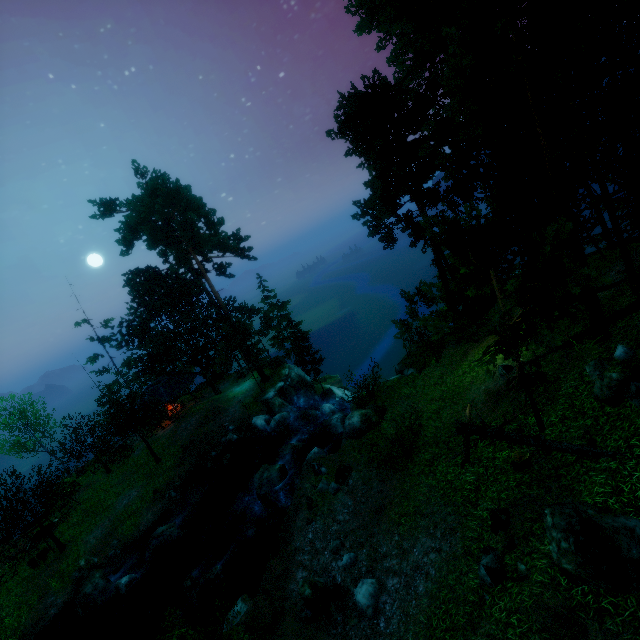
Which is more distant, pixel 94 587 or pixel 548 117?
pixel 94 587

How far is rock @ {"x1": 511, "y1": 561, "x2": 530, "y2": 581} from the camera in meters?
7.4

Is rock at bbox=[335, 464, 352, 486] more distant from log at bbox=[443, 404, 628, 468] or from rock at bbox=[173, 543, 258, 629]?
rock at bbox=[173, 543, 258, 629]

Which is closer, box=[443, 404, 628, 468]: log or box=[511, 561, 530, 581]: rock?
box=[511, 561, 530, 581]: rock

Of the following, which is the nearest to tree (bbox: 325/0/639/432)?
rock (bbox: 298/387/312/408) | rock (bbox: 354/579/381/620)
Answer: rock (bbox: 298/387/312/408)

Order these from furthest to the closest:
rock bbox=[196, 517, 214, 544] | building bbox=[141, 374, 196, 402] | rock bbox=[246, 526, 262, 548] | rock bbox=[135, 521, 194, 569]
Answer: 1. building bbox=[141, 374, 196, 402]
2. rock bbox=[196, 517, 214, 544]
3. rock bbox=[135, 521, 194, 569]
4. rock bbox=[246, 526, 262, 548]

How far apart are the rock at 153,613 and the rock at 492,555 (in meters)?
17.73

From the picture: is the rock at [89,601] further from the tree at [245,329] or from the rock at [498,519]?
the rock at [498,519]
